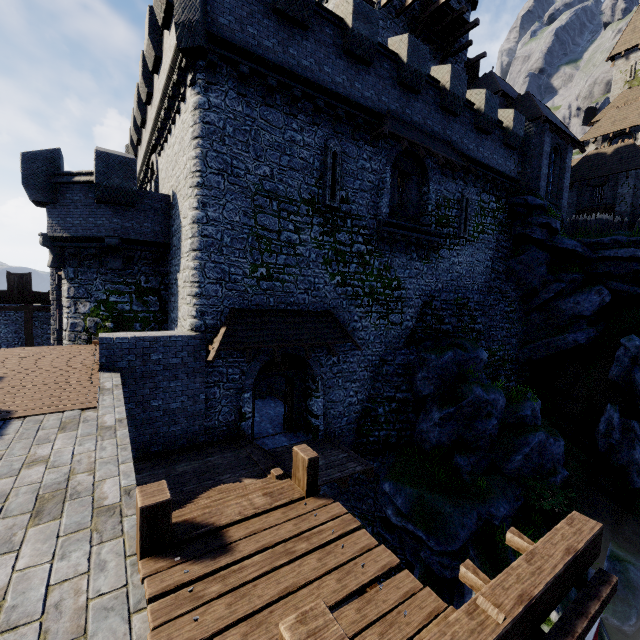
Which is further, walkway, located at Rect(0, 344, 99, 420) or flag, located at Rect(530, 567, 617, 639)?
walkway, located at Rect(0, 344, 99, 420)

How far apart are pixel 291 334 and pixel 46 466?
8.31m

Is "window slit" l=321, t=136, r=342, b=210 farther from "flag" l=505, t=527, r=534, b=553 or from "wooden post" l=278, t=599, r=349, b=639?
"wooden post" l=278, t=599, r=349, b=639

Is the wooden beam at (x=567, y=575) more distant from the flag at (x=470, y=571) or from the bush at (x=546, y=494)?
Result: the bush at (x=546, y=494)

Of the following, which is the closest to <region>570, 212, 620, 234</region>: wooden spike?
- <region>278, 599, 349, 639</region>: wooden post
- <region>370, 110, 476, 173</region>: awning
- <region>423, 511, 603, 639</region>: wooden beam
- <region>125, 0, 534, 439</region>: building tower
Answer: <region>125, 0, 534, 439</region>: building tower

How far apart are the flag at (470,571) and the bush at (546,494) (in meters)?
12.26

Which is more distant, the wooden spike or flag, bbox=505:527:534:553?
the wooden spike

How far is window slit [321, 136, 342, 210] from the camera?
12.87m
